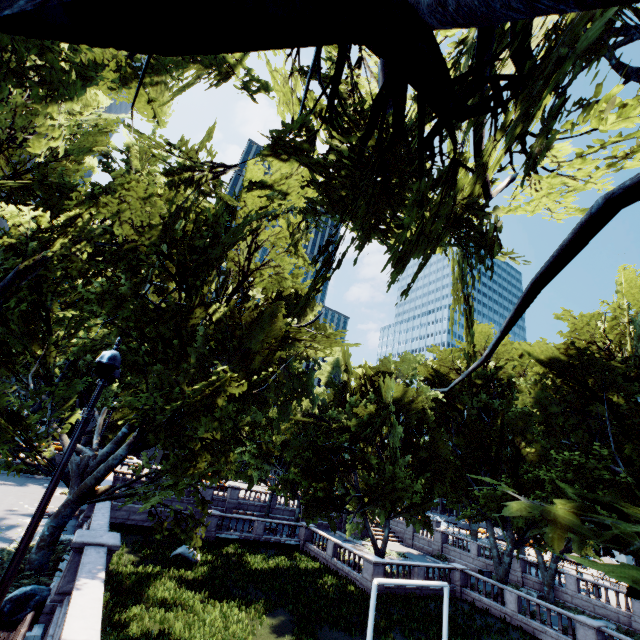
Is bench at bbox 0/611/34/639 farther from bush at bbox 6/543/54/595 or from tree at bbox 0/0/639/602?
tree at bbox 0/0/639/602

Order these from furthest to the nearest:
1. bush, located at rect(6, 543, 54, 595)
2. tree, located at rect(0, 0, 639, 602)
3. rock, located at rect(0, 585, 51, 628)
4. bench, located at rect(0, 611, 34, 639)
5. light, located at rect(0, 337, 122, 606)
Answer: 1. bush, located at rect(6, 543, 54, 595)
2. rock, located at rect(0, 585, 51, 628)
3. bench, located at rect(0, 611, 34, 639)
4. light, located at rect(0, 337, 122, 606)
5. tree, located at rect(0, 0, 639, 602)

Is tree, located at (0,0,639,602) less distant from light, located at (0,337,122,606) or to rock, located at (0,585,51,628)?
rock, located at (0,585,51,628)

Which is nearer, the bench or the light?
the light

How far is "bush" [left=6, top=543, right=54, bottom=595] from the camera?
10.6 meters

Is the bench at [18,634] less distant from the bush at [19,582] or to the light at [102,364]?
the light at [102,364]

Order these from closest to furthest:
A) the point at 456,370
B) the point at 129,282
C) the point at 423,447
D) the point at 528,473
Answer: the point at 129,282 < the point at 528,473 < the point at 423,447 < the point at 456,370

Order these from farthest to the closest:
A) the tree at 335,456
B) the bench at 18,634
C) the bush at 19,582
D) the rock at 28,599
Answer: the bush at 19,582, the rock at 28,599, the bench at 18,634, the tree at 335,456
